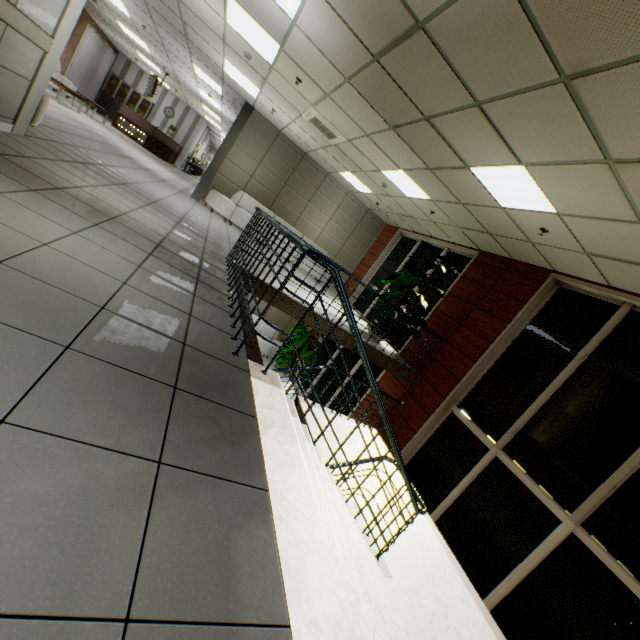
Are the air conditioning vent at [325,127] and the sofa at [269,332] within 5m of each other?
no

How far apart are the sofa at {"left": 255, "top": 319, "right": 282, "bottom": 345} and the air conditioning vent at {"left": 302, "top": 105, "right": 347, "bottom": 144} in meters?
6.4

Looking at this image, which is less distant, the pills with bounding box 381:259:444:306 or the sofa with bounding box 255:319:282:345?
the pills with bounding box 381:259:444:306

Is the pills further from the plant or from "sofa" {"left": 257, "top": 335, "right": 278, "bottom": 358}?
"sofa" {"left": 257, "top": 335, "right": 278, "bottom": 358}

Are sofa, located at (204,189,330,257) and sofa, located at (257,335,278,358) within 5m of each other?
yes

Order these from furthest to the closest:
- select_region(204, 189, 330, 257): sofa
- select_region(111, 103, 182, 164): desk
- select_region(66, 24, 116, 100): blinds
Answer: select_region(111, 103, 182, 164): desk → select_region(66, 24, 116, 100): blinds → select_region(204, 189, 330, 257): sofa

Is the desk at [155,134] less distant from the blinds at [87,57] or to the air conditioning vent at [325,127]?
the blinds at [87,57]

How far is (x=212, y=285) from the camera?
3.58m
